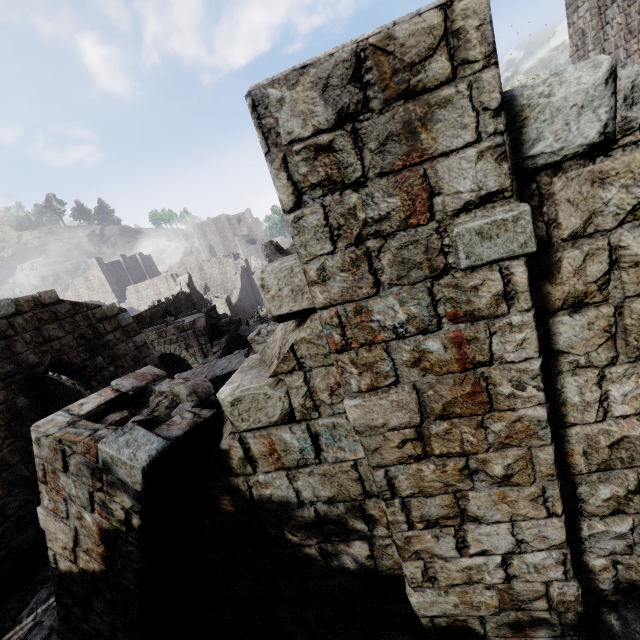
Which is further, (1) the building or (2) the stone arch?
(2) the stone arch

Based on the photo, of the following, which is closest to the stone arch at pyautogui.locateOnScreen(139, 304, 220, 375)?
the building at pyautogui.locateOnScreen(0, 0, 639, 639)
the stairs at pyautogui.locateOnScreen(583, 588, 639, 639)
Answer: the building at pyautogui.locateOnScreen(0, 0, 639, 639)

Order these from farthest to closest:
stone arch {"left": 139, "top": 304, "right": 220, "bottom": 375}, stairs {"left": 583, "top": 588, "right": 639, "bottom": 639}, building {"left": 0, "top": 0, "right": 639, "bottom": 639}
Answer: stone arch {"left": 139, "top": 304, "right": 220, "bottom": 375}
stairs {"left": 583, "top": 588, "right": 639, "bottom": 639}
building {"left": 0, "top": 0, "right": 639, "bottom": 639}

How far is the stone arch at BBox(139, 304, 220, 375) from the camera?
17.8 meters

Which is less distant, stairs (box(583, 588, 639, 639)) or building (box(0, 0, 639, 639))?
building (box(0, 0, 639, 639))

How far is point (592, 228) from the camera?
2.1 meters

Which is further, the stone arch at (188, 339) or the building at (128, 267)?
the stone arch at (188, 339)

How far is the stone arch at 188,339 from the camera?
Result: 17.83m
